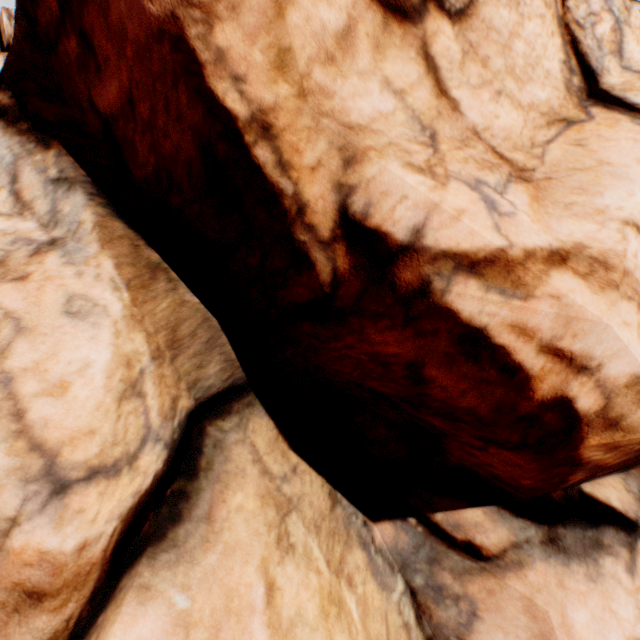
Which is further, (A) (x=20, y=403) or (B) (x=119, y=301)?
(B) (x=119, y=301)
